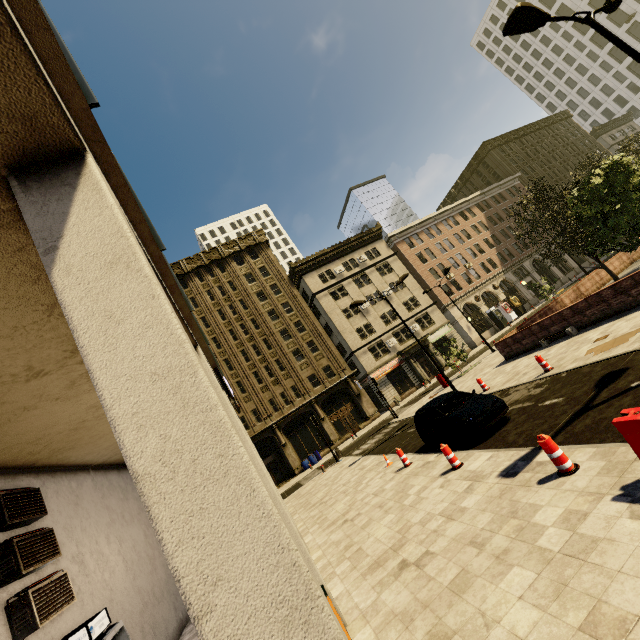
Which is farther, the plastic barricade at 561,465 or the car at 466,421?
the car at 466,421

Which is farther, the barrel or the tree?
the barrel

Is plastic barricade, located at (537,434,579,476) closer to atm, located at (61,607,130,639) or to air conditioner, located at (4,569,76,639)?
atm, located at (61,607,130,639)

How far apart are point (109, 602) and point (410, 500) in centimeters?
813cm

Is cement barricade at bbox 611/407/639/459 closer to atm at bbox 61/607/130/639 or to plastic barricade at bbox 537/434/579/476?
plastic barricade at bbox 537/434/579/476

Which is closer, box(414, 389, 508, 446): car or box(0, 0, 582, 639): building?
box(0, 0, 582, 639): building

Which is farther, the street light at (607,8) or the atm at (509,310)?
the atm at (509,310)

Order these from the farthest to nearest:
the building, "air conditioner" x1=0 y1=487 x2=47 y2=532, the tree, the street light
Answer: the tree → the street light → "air conditioner" x1=0 y1=487 x2=47 y2=532 → the building
